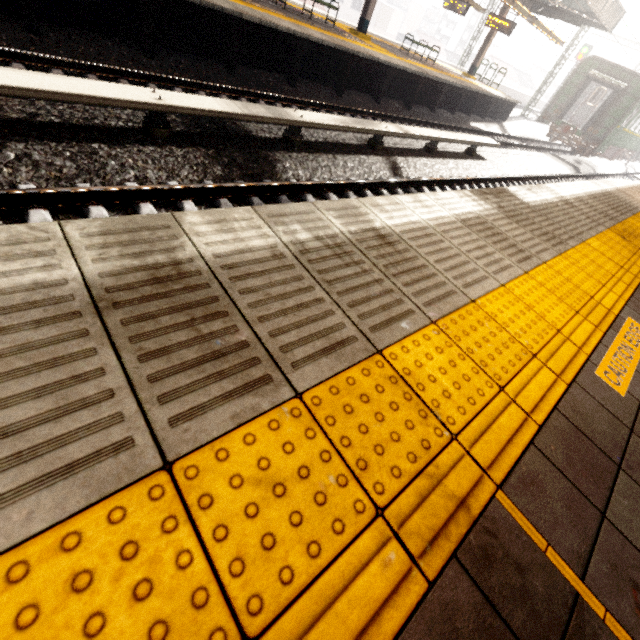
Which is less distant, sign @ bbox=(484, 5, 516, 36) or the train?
sign @ bbox=(484, 5, 516, 36)

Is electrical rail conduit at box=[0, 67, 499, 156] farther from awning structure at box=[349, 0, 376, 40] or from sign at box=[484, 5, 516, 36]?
sign at box=[484, 5, 516, 36]

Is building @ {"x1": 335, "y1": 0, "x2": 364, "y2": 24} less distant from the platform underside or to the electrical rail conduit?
the platform underside

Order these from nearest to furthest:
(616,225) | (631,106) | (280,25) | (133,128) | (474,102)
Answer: (133,128) < (616,225) < (280,25) < (474,102) < (631,106)

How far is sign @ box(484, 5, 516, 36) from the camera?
15.5m

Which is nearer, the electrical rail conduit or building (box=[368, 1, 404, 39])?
the electrical rail conduit

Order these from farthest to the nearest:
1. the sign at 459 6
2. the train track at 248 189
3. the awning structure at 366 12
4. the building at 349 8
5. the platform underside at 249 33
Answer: the building at 349 8, the sign at 459 6, the awning structure at 366 12, the platform underside at 249 33, the train track at 248 189

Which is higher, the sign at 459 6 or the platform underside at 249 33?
the sign at 459 6
